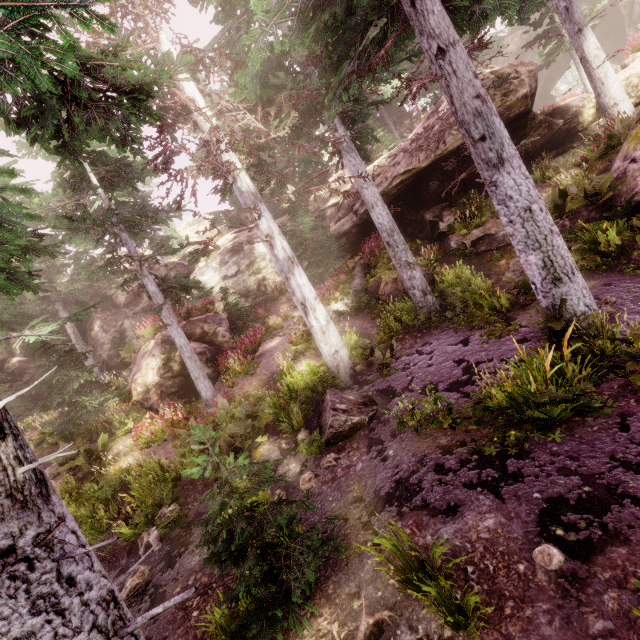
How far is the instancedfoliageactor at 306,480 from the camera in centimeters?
769cm

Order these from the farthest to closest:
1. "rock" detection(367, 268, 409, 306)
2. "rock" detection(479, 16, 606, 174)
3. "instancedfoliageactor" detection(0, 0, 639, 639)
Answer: "rock" detection(367, 268, 409, 306) → "rock" detection(479, 16, 606, 174) → "instancedfoliageactor" detection(0, 0, 639, 639)

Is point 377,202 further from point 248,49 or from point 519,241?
point 248,49

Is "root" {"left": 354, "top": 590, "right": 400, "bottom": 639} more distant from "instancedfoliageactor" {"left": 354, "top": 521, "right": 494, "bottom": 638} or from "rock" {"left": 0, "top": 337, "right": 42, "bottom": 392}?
"rock" {"left": 0, "top": 337, "right": 42, "bottom": 392}

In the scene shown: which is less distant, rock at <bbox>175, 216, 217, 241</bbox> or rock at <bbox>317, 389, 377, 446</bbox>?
rock at <bbox>317, 389, 377, 446</bbox>

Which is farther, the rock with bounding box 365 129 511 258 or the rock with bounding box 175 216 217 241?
the rock with bounding box 175 216 217 241
